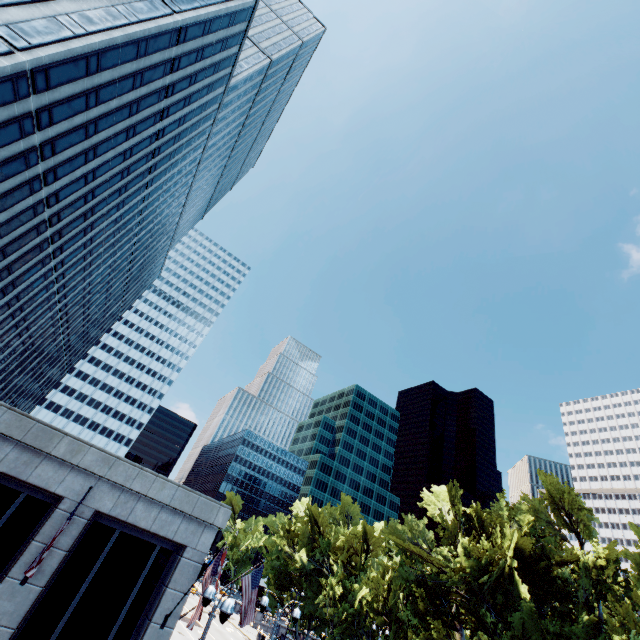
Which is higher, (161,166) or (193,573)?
(161,166)

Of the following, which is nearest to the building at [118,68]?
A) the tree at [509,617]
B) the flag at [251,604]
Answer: the flag at [251,604]

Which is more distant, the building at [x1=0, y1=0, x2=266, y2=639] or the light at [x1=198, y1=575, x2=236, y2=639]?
the building at [x1=0, y1=0, x2=266, y2=639]

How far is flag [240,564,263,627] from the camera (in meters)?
15.20

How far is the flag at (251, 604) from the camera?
15.20m

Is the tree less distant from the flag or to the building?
the flag

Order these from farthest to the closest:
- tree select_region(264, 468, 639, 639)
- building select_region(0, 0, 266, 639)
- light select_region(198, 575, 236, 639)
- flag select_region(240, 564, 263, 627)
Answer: tree select_region(264, 468, 639, 639) → flag select_region(240, 564, 263, 627) → building select_region(0, 0, 266, 639) → light select_region(198, 575, 236, 639)

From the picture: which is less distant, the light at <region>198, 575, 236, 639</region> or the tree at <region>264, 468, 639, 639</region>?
the light at <region>198, 575, 236, 639</region>
